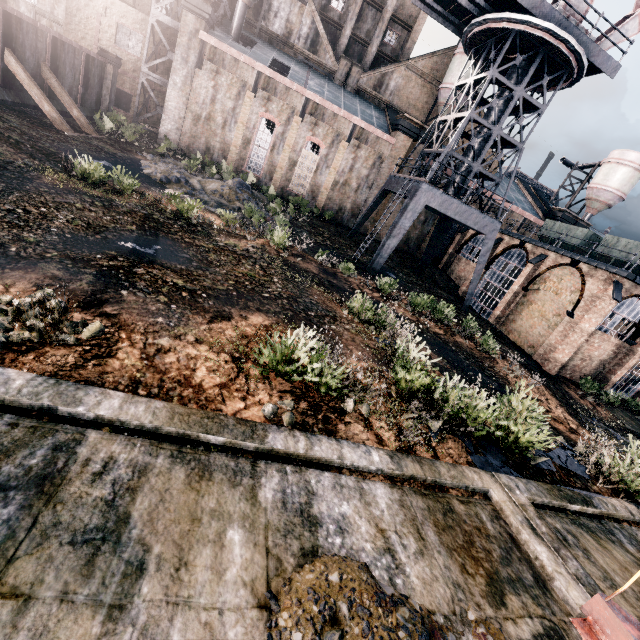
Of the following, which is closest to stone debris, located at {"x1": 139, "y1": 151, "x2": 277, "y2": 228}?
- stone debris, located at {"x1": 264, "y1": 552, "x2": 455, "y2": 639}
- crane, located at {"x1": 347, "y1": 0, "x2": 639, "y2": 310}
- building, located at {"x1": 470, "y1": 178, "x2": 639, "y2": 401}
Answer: Result: crane, located at {"x1": 347, "y1": 0, "x2": 639, "y2": 310}

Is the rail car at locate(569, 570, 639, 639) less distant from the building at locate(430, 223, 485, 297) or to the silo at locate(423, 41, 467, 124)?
the building at locate(430, 223, 485, 297)

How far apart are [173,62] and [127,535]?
37.4 meters

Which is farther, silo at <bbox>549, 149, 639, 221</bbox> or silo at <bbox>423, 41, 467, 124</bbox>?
silo at <bbox>549, 149, 639, 221</bbox>

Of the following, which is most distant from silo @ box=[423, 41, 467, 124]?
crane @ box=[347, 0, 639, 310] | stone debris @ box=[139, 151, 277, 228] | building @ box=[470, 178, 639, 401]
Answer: stone debris @ box=[139, 151, 277, 228]

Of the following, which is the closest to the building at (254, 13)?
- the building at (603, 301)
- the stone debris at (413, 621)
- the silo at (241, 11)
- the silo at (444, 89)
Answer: the silo at (241, 11)

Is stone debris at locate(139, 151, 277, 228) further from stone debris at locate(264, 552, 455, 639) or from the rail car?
the rail car

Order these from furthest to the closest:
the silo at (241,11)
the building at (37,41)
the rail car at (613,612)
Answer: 1. the silo at (241,11)
2. the building at (37,41)
3. the rail car at (613,612)
